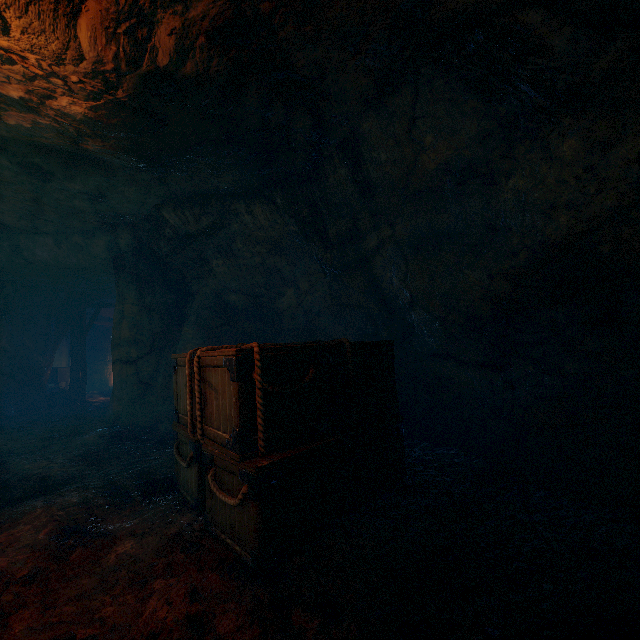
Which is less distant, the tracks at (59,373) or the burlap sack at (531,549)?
the burlap sack at (531,549)

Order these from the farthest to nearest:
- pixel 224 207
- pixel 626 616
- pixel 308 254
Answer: pixel 308 254
pixel 224 207
pixel 626 616

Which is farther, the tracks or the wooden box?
the tracks

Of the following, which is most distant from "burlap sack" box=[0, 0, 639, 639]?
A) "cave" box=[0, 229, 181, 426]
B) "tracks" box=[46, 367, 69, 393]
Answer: "tracks" box=[46, 367, 69, 393]

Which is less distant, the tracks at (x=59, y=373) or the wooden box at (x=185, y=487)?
the wooden box at (x=185, y=487)

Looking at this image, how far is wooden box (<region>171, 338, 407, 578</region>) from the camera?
2.56m

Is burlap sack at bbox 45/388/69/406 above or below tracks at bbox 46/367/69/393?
below

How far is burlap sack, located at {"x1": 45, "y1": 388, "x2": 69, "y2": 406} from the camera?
12.9m
